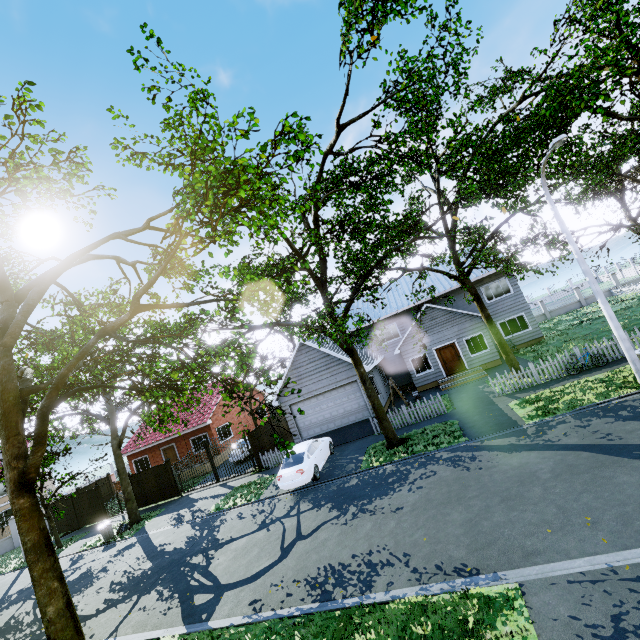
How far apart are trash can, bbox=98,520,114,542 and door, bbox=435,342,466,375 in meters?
23.0 m

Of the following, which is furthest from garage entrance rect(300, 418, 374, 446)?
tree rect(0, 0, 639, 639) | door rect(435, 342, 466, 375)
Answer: door rect(435, 342, 466, 375)

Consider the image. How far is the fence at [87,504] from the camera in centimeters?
2391cm

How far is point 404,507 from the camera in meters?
9.6 m

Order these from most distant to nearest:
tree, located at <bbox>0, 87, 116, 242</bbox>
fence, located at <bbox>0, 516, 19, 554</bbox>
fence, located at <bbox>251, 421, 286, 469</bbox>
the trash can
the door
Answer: fence, located at <bbox>0, 516, 19, 554</bbox> < the door < fence, located at <bbox>251, 421, 286, 469</bbox> < the trash can < tree, located at <bbox>0, 87, 116, 242</bbox>

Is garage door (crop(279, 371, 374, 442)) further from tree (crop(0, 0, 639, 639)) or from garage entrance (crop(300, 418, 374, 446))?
tree (crop(0, 0, 639, 639))

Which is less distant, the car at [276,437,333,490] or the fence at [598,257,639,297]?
the car at [276,437,333,490]

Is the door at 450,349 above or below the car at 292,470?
above
